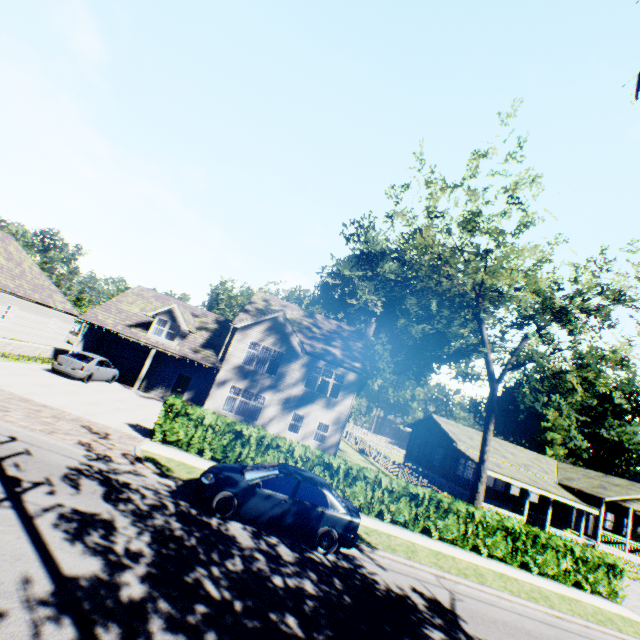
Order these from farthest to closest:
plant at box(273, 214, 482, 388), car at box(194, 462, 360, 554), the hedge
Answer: plant at box(273, 214, 482, 388) → the hedge → car at box(194, 462, 360, 554)

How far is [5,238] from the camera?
26.86m

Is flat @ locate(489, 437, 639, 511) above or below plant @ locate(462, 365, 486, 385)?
below

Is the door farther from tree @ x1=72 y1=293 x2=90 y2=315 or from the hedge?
tree @ x1=72 y1=293 x2=90 y2=315

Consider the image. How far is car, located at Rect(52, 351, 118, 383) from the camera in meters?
18.6 m

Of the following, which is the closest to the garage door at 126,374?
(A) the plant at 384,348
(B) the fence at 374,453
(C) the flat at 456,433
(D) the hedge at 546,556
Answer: (D) the hedge at 546,556

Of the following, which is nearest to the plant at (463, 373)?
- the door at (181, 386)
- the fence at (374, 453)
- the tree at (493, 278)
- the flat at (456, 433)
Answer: the fence at (374, 453)

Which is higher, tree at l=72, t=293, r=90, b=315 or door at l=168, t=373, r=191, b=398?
tree at l=72, t=293, r=90, b=315
